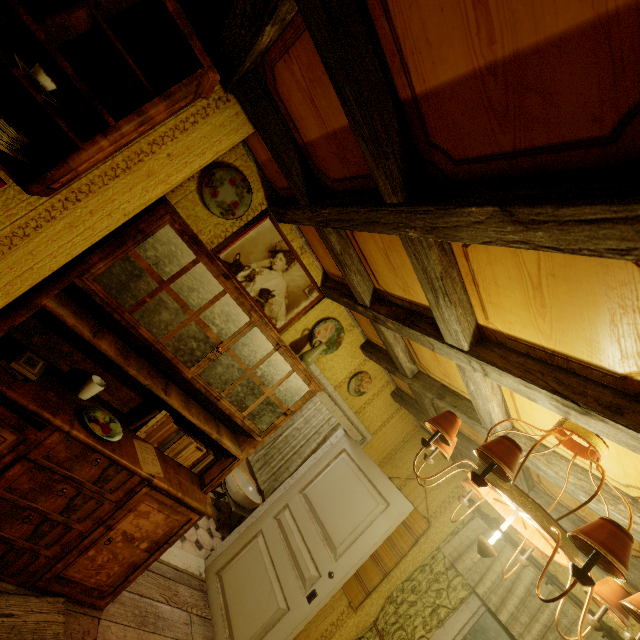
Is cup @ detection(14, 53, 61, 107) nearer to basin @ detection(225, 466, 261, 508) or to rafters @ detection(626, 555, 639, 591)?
rafters @ detection(626, 555, 639, 591)

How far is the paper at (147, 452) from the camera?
2.14m

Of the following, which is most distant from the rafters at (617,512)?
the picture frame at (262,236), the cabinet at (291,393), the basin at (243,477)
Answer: the basin at (243,477)

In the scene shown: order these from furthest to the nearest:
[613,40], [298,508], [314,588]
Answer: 1. [298,508]
2. [314,588]
3. [613,40]

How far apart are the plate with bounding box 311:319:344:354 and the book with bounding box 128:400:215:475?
1.27m

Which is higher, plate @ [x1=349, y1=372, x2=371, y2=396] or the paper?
plate @ [x1=349, y1=372, x2=371, y2=396]

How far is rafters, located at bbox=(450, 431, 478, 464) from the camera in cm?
289

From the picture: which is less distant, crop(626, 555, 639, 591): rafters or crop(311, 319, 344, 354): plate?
crop(626, 555, 639, 591): rafters
